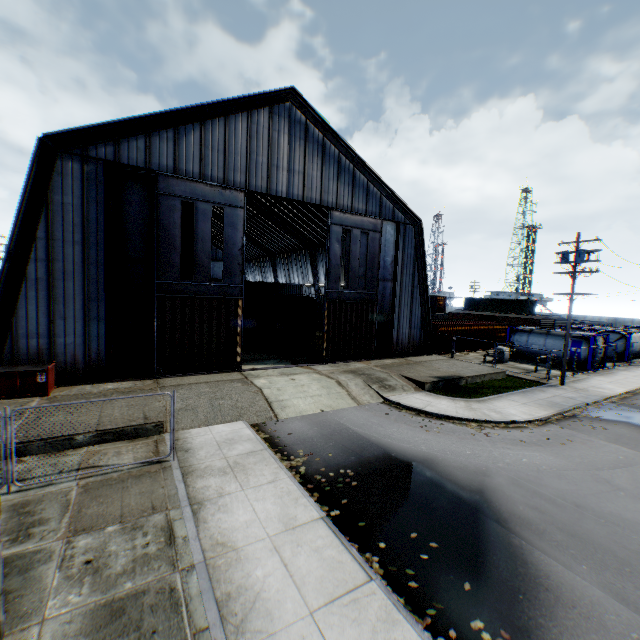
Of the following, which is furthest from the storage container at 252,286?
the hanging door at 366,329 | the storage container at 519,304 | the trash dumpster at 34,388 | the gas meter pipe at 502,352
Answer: the storage container at 519,304

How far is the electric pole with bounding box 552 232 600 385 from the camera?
19.72m

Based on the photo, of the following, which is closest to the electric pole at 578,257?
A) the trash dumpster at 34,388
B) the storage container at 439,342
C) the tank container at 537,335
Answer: the tank container at 537,335

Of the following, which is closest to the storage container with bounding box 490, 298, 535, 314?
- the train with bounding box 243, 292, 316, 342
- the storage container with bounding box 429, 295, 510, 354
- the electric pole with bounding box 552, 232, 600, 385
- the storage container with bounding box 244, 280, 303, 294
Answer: the storage container with bounding box 429, 295, 510, 354

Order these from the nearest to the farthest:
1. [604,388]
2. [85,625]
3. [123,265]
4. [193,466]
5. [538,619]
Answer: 1. [85,625]
2. [538,619]
3. [193,466]
4. [123,265]
5. [604,388]

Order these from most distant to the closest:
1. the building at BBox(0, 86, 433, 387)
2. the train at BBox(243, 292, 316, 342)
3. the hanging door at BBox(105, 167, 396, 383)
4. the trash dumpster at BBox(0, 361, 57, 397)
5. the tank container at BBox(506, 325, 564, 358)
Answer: the tank container at BBox(506, 325, 564, 358)
the train at BBox(243, 292, 316, 342)
the hanging door at BBox(105, 167, 396, 383)
the building at BBox(0, 86, 433, 387)
the trash dumpster at BBox(0, 361, 57, 397)

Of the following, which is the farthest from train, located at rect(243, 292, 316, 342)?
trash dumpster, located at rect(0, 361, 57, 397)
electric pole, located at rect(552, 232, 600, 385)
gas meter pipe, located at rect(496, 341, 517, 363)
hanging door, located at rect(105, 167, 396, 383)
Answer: electric pole, located at rect(552, 232, 600, 385)

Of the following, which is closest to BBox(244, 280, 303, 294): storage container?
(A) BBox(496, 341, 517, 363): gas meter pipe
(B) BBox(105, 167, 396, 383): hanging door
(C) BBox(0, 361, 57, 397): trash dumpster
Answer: (B) BBox(105, 167, 396, 383): hanging door
